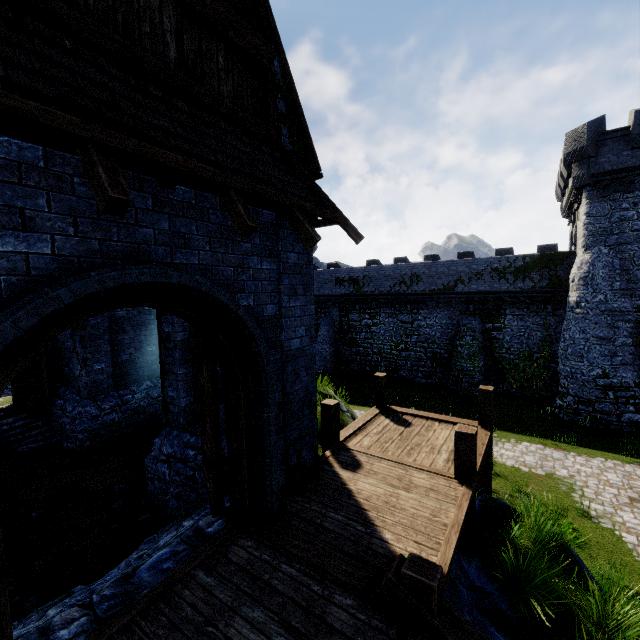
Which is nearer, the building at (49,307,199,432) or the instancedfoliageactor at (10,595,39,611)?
the instancedfoliageactor at (10,595,39,611)

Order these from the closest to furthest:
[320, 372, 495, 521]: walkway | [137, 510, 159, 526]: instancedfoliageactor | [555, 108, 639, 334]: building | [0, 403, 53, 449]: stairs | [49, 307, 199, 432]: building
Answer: [320, 372, 495, 521]: walkway, [137, 510, 159, 526]: instancedfoliageactor, [49, 307, 199, 432]: building, [0, 403, 53, 449]: stairs, [555, 108, 639, 334]: building

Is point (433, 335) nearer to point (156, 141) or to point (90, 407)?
point (90, 407)

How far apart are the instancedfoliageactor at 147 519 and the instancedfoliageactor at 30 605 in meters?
1.7

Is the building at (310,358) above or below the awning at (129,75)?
below

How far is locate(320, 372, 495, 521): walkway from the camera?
5.97m

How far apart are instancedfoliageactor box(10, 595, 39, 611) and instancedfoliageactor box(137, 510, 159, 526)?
1.66m

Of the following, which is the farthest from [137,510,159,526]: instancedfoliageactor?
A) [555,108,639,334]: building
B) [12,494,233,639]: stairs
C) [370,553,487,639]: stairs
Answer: [555,108,639,334]: building
